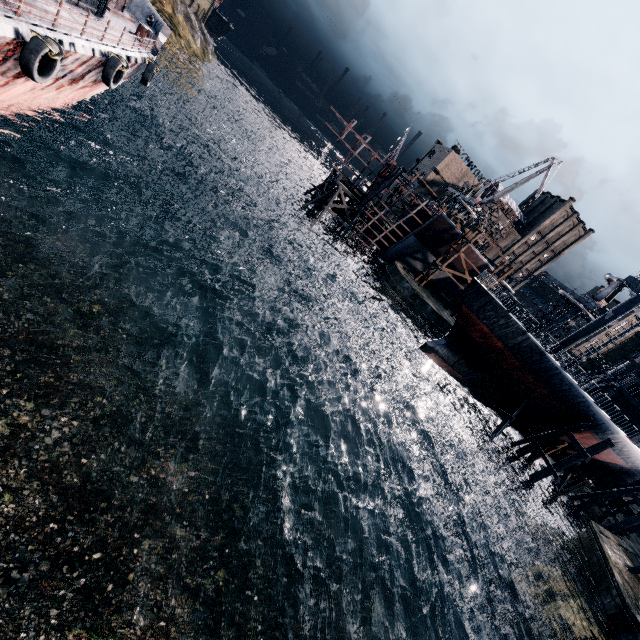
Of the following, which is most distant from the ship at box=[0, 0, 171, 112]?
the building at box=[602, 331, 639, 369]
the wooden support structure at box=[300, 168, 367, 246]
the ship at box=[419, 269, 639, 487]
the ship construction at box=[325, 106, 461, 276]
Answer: the building at box=[602, 331, 639, 369]

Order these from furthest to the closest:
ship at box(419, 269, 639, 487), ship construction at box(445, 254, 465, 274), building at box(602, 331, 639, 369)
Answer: building at box(602, 331, 639, 369) < ship construction at box(445, 254, 465, 274) < ship at box(419, 269, 639, 487)

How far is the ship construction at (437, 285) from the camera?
52.6m

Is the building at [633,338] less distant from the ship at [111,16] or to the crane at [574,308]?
the crane at [574,308]

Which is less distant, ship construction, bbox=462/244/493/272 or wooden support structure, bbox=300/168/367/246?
wooden support structure, bbox=300/168/367/246

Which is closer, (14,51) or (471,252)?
(14,51)

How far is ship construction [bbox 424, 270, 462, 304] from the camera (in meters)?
52.62

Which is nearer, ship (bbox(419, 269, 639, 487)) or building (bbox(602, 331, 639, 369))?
ship (bbox(419, 269, 639, 487))
